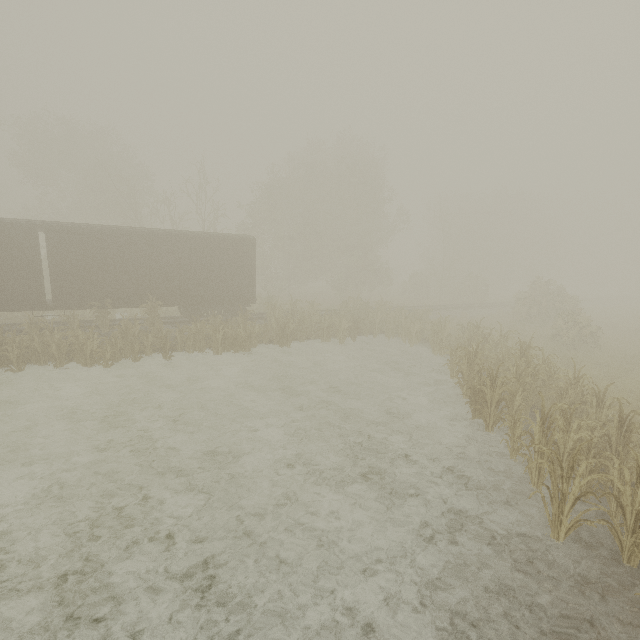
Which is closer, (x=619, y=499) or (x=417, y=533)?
(x=619, y=499)

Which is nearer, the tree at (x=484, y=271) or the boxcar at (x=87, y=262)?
the tree at (x=484, y=271)

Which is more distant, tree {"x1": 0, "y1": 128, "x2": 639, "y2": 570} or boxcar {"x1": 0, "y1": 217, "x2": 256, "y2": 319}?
boxcar {"x1": 0, "y1": 217, "x2": 256, "y2": 319}
